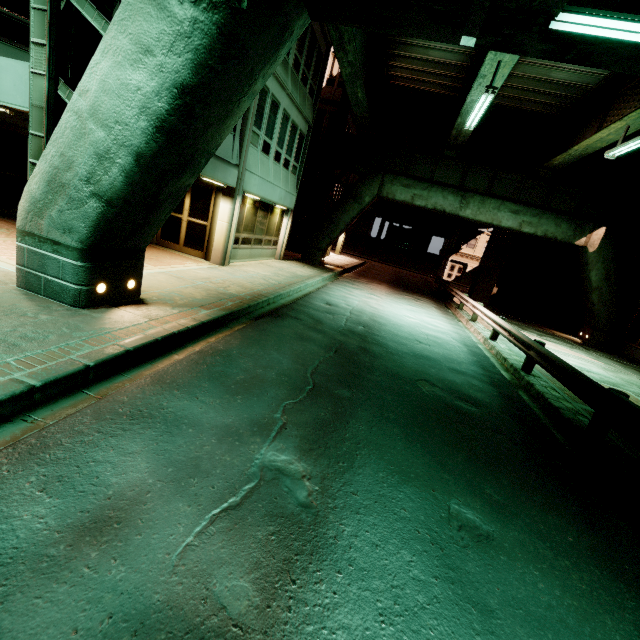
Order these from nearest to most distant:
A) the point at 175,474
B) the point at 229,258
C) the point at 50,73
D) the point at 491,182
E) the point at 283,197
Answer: the point at 175,474 < the point at 50,73 < the point at 229,258 < the point at 283,197 < the point at 491,182

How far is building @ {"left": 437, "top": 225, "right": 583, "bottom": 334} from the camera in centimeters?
2261cm

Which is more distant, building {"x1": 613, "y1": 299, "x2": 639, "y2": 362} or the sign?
building {"x1": 613, "y1": 299, "x2": 639, "y2": 362}

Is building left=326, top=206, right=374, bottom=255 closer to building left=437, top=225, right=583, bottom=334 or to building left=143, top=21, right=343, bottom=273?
building left=437, top=225, right=583, bottom=334

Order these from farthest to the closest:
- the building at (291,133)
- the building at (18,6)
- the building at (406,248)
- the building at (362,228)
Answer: the building at (406,248) → the building at (362,228) → the building at (291,133) → the building at (18,6)

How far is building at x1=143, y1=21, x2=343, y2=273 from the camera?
11.8m

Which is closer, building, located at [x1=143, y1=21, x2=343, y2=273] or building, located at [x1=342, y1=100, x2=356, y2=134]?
building, located at [x1=143, y1=21, x2=343, y2=273]

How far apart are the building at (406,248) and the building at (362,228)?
7.53m
